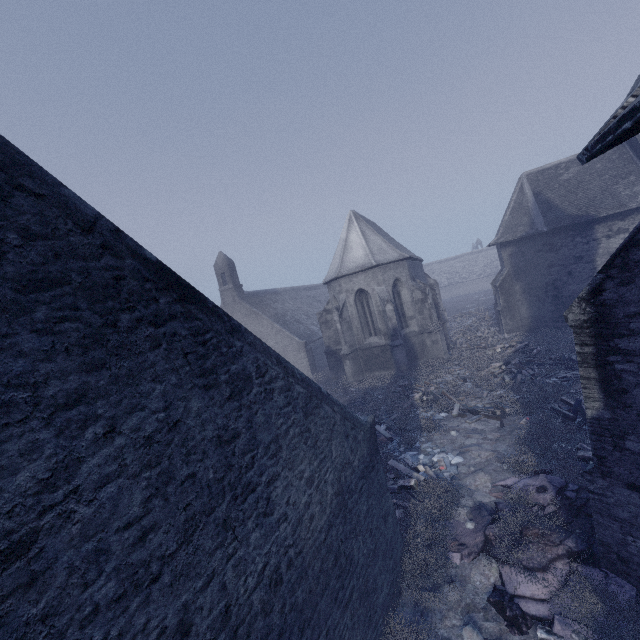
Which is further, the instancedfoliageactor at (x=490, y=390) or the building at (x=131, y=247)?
the instancedfoliageactor at (x=490, y=390)

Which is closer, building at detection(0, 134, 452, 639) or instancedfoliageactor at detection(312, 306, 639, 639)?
building at detection(0, 134, 452, 639)

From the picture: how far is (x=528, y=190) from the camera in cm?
2331

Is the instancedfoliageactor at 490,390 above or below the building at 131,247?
below

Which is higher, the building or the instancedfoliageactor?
the building
